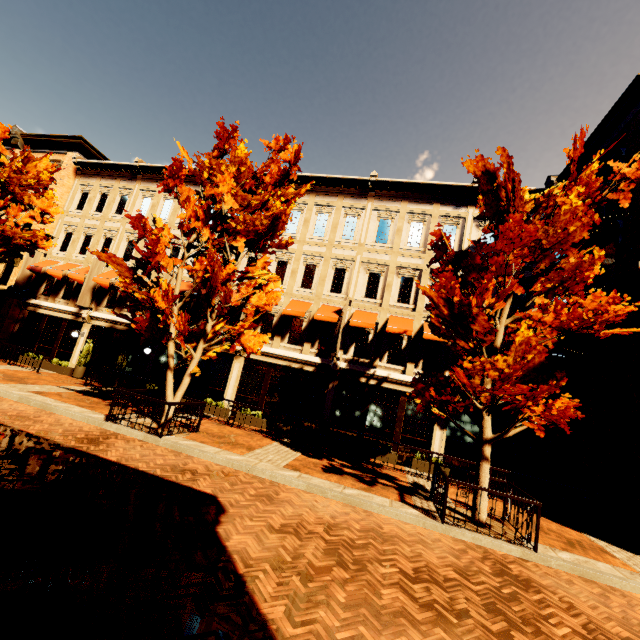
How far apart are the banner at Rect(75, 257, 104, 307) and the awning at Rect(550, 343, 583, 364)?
23.6m

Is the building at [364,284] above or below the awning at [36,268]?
below

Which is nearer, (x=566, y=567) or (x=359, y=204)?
(x=566, y=567)

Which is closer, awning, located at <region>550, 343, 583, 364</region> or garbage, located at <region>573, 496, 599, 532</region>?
garbage, located at <region>573, 496, 599, 532</region>

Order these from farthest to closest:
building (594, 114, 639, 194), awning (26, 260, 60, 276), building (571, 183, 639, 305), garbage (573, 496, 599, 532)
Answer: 1. awning (26, 260, 60, 276)
2. building (594, 114, 639, 194)
3. building (571, 183, 639, 305)
4. garbage (573, 496, 599, 532)

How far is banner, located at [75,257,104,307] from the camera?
18.3 meters

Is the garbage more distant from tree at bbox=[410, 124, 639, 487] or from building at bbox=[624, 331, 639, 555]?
tree at bbox=[410, 124, 639, 487]

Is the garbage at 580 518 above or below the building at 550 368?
below
